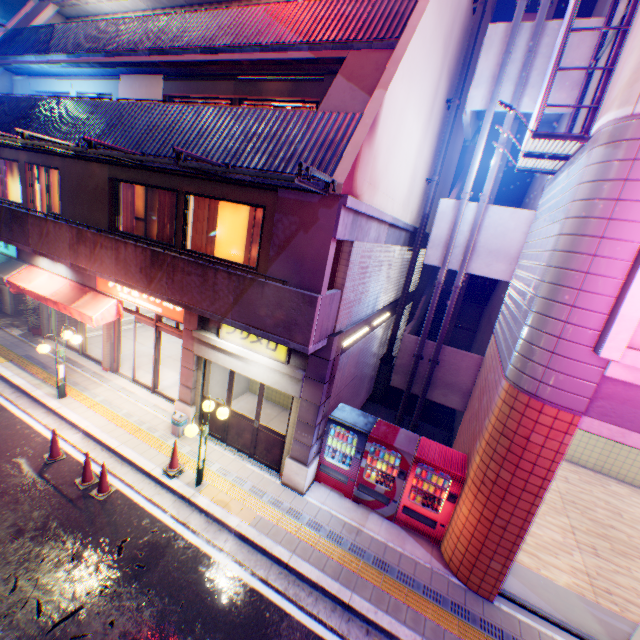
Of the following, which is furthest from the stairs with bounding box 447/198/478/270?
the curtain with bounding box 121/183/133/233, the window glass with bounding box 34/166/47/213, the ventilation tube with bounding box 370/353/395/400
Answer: the window glass with bounding box 34/166/47/213

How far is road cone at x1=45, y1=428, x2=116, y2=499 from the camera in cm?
745

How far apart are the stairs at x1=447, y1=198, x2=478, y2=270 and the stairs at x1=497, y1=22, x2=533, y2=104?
2.5m

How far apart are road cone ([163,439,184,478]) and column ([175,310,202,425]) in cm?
131

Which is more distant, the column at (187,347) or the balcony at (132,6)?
the balcony at (132,6)

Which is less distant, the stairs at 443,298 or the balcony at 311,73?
the balcony at 311,73

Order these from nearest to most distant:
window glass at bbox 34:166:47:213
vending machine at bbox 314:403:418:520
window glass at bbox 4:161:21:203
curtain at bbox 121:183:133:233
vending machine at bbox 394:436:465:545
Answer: vending machine at bbox 394:436:465:545, vending machine at bbox 314:403:418:520, curtain at bbox 121:183:133:233, window glass at bbox 34:166:47:213, window glass at bbox 4:161:21:203

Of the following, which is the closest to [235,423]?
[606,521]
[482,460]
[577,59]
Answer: [482,460]
